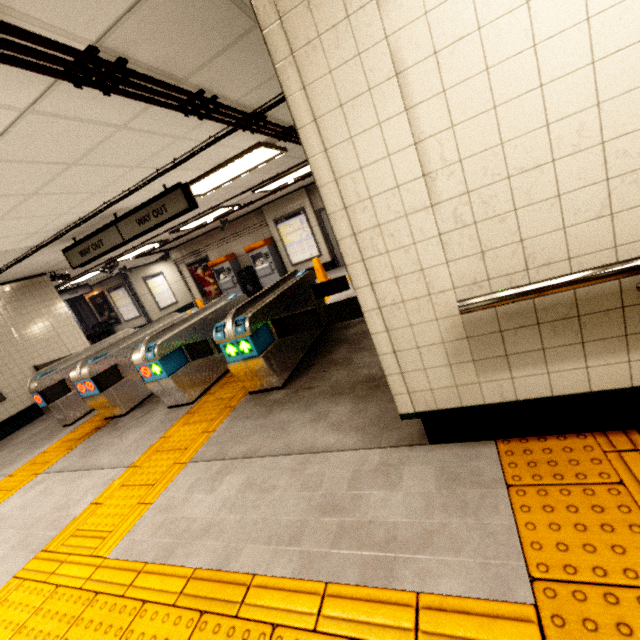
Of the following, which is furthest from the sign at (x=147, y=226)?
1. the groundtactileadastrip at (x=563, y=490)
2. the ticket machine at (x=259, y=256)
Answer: the ticket machine at (x=259, y=256)

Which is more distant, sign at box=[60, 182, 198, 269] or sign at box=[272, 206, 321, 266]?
sign at box=[272, 206, 321, 266]

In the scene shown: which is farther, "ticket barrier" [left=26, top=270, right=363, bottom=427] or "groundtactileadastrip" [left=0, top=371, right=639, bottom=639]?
"ticket barrier" [left=26, top=270, right=363, bottom=427]

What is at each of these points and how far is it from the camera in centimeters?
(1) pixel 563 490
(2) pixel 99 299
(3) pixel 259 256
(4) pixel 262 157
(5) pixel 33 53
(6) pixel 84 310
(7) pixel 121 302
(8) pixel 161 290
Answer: (1) groundtactileadastrip, 159cm
(2) sign, 1600cm
(3) ticket machine, 1195cm
(4) fluorescent light, 530cm
(5) pipe, 165cm
(6) concrete pillar, 1653cm
(7) sign, 1562cm
(8) sign, 1633cm

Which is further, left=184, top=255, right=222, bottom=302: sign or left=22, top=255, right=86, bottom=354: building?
left=184, top=255, right=222, bottom=302: sign

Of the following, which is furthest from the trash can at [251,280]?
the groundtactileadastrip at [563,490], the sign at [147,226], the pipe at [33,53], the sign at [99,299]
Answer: the sign at [99,299]

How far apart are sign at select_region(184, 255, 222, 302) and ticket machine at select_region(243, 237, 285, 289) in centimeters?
214cm

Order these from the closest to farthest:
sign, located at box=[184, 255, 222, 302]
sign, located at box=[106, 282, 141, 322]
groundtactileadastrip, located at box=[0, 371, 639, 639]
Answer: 1. groundtactileadastrip, located at box=[0, 371, 639, 639]
2. sign, located at box=[184, 255, 222, 302]
3. sign, located at box=[106, 282, 141, 322]
